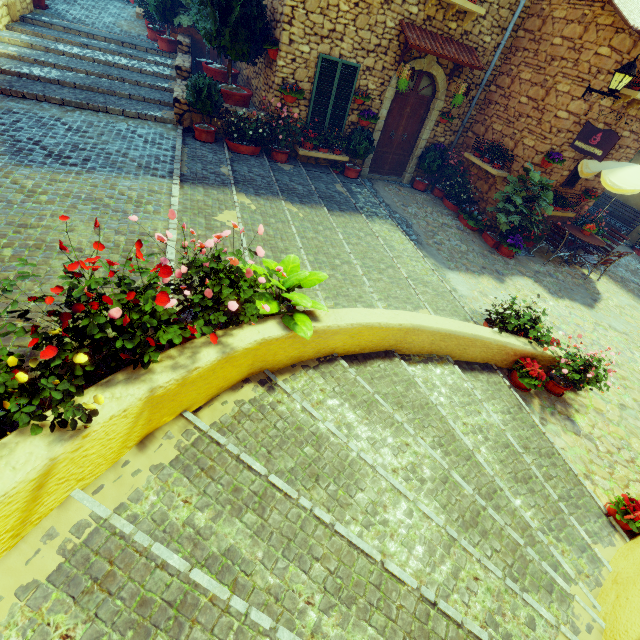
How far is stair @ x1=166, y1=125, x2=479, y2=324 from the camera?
5.1m

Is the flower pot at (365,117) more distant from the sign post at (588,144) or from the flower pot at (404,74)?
the sign post at (588,144)

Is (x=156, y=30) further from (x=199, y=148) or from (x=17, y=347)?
(x=17, y=347)

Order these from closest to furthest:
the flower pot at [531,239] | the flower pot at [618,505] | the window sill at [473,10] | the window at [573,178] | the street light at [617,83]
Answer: the flower pot at [618,505] → the street light at [617,83] → the window sill at [473,10] → the flower pot at [531,239] → the window at [573,178]

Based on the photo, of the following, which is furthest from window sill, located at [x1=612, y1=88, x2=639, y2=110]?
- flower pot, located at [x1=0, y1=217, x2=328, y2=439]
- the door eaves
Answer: flower pot, located at [x1=0, y1=217, x2=328, y2=439]

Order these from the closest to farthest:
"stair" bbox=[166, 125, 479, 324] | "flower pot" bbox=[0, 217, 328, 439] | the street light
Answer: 1. "flower pot" bbox=[0, 217, 328, 439]
2. "stair" bbox=[166, 125, 479, 324]
3. the street light

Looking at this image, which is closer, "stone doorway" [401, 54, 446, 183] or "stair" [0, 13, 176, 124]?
"stair" [0, 13, 176, 124]

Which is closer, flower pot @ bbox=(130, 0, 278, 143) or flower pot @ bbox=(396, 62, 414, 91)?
flower pot @ bbox=(130, 0, 278, 143)
